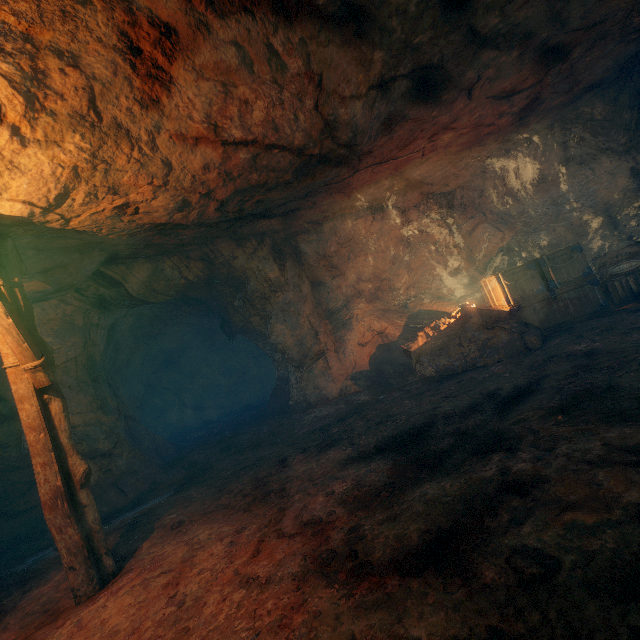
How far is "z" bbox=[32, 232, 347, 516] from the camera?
7.4 meters

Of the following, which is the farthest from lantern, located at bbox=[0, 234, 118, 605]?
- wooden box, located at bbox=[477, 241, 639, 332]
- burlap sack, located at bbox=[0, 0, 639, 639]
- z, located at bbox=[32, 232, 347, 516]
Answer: wooden box, located at bbox=[477, 241, 639, 332]

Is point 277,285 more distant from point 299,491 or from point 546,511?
point 546,511

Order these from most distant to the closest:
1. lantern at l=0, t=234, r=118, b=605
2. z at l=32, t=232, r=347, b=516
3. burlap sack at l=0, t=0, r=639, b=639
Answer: z at l=32, t=232, r=347, b=516 → lantern at l=0, t=234, r=118, b=605 → burlap sack at l=0, t=0, r=639, b=639

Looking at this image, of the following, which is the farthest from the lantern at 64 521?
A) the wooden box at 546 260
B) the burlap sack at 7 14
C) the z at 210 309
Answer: the wooden box at 546 260

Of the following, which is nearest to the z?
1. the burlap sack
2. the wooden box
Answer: the burlap sack

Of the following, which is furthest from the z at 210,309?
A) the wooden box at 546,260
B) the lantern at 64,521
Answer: the wooden box at 546,260

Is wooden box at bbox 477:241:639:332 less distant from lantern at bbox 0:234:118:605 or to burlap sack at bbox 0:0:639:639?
burlap sack at bbox 0:0:639:639
